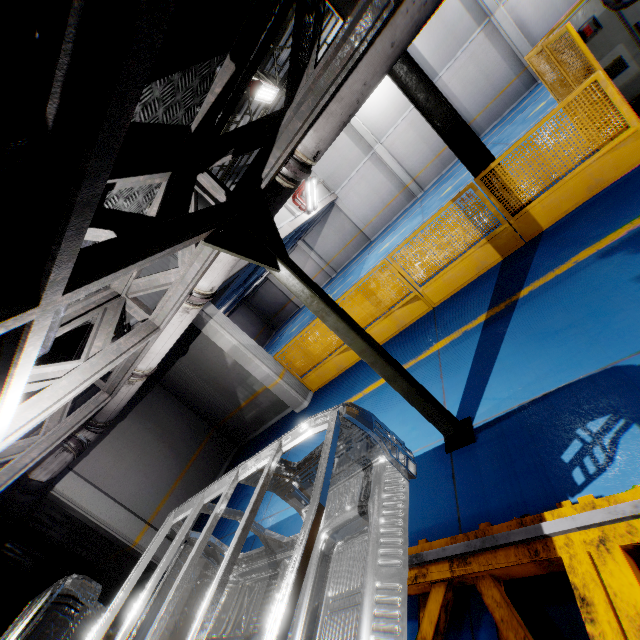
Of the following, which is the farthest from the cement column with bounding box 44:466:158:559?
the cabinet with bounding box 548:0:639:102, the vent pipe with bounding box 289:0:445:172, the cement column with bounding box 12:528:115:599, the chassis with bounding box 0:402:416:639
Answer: the cabinet with bounding box 548:0:639:102

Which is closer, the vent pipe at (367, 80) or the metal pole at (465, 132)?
the vent pipe at (367, 80)

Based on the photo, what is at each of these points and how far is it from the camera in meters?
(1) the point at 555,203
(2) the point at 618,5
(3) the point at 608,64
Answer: (1) metal panel, 5.4 m
(2) vent pipe, 2.2 m
(3) cabinet, 5.3 m

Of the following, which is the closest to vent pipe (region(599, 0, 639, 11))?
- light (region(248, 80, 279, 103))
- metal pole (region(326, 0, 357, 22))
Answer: metal pole (region(326, 0, 357, 22))

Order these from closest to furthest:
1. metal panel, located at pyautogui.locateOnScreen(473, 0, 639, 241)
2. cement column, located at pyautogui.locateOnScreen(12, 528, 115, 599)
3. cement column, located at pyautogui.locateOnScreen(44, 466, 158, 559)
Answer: metal panel, located at pyautogui.locateOnScreen(473, 0, 639, 241) → cement column, located at pyautogui.locateOnScreen(44, 466, 158, 559) → cement column, located at pyautogui.locateOnScreen(12, 528, 115, 599)

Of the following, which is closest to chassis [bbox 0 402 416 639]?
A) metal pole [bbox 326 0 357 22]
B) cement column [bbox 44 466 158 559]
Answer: cement column [bbox 44 466 158 559]

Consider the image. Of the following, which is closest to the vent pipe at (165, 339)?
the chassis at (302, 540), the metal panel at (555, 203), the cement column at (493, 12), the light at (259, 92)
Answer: the chassis at (302, 540)

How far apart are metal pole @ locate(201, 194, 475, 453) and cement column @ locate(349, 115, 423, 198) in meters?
19.4 m
